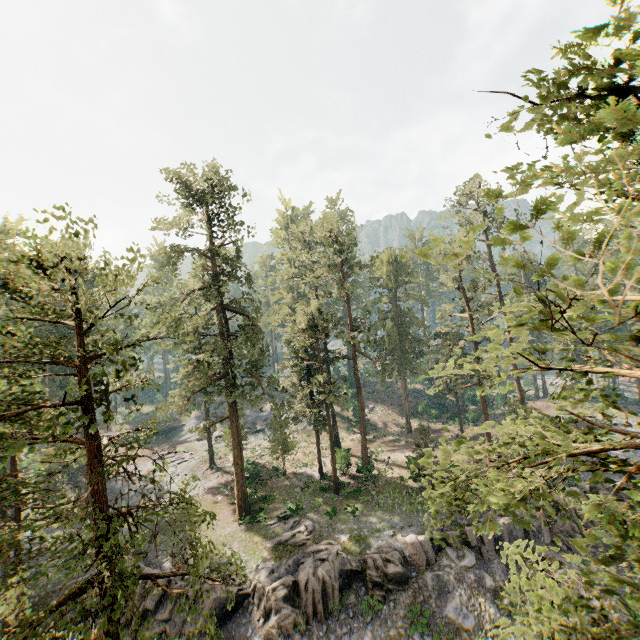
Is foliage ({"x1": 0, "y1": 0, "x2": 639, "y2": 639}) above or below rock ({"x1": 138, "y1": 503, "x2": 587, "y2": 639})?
above

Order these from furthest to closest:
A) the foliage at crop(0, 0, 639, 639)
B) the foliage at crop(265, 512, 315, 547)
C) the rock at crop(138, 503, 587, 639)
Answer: the foliage at crop(265, 512, 315, 547), the rock at crop(138, 503, 587, 639), the foliage at crop(0, 0, 639, 639)

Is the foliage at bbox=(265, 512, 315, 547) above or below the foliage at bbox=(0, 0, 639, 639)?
below

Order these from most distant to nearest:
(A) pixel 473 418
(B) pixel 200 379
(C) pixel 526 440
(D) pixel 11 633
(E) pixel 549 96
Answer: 1. (A) pixel 473 418
2. (B) pixel 200 379
3. (D) pixel 11 633
4. (C) pixel 526 440
5. (E) pixel 549 96

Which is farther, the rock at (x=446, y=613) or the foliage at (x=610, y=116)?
the rock at (x=446, y=613)

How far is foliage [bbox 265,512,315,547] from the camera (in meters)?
24.66

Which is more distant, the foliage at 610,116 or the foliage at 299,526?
the foliage at 299,526

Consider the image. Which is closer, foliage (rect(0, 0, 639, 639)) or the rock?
foliage (rect(0, 0, 639, 639))
